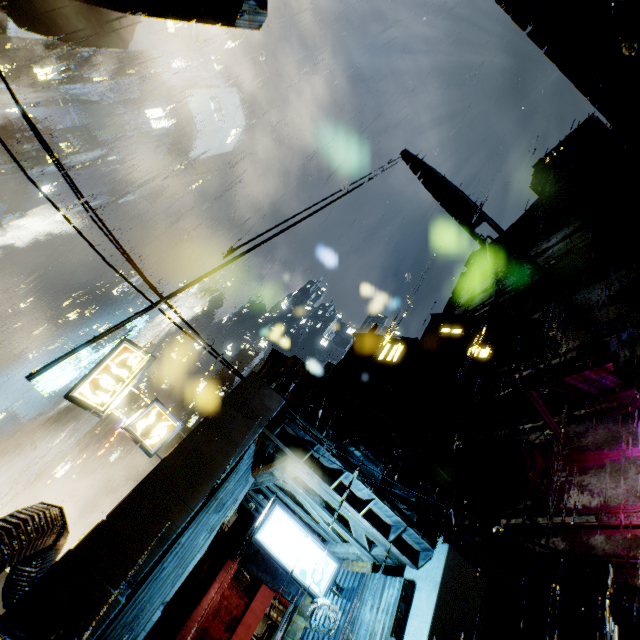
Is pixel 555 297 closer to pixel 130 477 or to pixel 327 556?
pixel 327 556

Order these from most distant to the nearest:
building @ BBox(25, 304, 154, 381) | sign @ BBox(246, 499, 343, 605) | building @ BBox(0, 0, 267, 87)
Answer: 1. building @ BBox(0, 0, 267, 87)
2. sign @ BBox(246, 499, 343, 605)
3. building @ BBox(25, 304, 154, 381)

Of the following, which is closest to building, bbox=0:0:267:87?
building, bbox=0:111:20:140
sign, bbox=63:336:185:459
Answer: sign, bbox=63:336:185:459

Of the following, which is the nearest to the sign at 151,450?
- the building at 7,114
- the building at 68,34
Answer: the building at 68,34

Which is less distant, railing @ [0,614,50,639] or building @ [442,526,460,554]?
railing @ [0,614,50,639]

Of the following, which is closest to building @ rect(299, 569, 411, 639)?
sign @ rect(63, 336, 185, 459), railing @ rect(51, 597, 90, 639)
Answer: railing @ rect(51, 597, 90, 639)

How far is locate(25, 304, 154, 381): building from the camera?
6.8m

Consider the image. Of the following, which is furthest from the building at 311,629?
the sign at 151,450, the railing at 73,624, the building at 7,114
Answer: the building at 7,114
